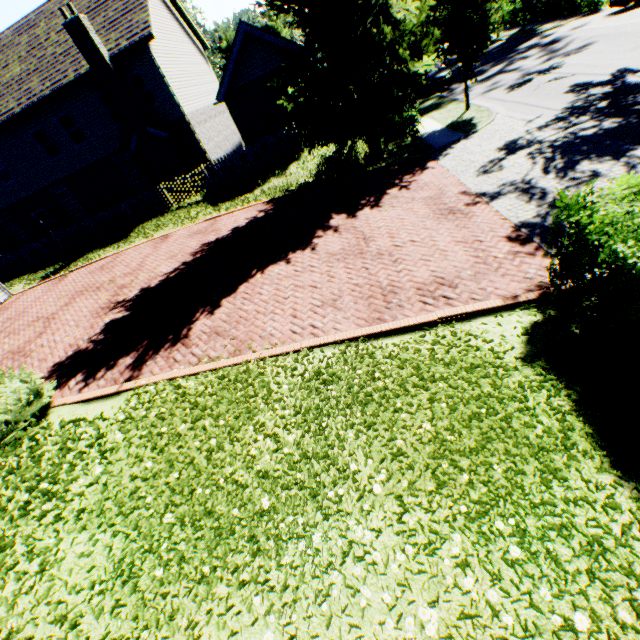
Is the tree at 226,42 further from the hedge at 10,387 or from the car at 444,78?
the hedge at 10,387

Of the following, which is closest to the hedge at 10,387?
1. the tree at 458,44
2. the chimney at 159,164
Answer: the tree at 458,44

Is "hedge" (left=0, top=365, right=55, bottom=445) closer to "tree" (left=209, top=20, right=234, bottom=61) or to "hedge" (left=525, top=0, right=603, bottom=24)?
"tree" (left=209, top=20, right=234, bottom=61)

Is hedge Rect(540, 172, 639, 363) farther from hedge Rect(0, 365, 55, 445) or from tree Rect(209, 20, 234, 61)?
hedge Rect(0, 365, 55, 445)

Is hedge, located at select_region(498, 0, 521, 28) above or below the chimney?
below

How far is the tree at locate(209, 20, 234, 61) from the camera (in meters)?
35.28

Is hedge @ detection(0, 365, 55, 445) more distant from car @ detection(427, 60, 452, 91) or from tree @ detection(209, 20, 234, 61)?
car @ detection(427, 60, 452, 91)

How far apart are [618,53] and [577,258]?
16.82m
